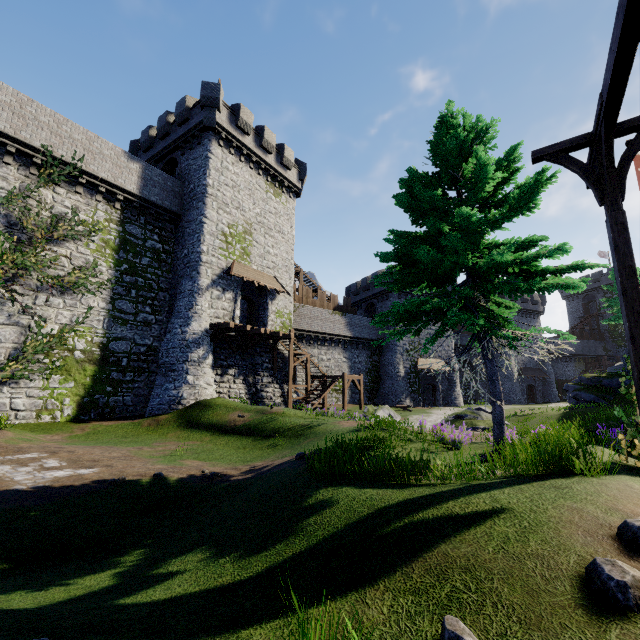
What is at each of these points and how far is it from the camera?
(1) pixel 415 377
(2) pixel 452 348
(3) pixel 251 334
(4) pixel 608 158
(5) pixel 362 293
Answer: (1) building, 38.81m
(2) building, 42.31m
(3) wooden platform, 23.02m
(4) wooden support, 6.11m
(5) building, 45.06m

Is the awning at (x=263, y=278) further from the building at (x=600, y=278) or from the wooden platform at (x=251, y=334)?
the building at (x=600, y=278)

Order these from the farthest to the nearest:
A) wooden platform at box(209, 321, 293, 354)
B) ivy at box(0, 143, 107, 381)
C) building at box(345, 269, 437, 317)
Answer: building at box(345, 269, 437, 317) → wooden platform at box(209, 321, 293, 354) → ivy at box(0, 143, 107, 381)

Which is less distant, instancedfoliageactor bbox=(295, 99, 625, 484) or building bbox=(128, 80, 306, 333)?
instancedfoliageactor bbox=(295, 99, 625, 484)

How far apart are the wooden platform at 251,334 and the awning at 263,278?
3.1m

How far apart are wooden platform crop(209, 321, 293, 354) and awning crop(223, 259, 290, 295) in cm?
309

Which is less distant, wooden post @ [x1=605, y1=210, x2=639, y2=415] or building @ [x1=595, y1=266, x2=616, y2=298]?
wooden post @ [x1=605, y1=210, x2=639, y2=415]

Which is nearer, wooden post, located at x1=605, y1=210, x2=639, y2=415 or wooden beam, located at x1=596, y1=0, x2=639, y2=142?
wooden beam, located at x1=596, y1=0, x2=639, y2=142
